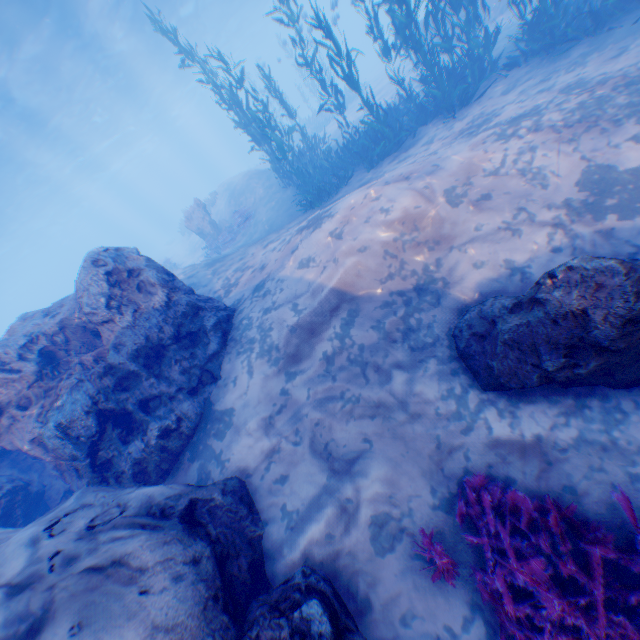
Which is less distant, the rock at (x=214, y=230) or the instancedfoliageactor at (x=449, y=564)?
the instancedfoliageactor at (x=449, y=564)

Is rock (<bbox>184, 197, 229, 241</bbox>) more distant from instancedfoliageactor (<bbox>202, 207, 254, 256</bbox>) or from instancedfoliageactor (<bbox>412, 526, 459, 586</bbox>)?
instancedfoliageactor (<bbox>412, 526, 459, 586</bbox>)

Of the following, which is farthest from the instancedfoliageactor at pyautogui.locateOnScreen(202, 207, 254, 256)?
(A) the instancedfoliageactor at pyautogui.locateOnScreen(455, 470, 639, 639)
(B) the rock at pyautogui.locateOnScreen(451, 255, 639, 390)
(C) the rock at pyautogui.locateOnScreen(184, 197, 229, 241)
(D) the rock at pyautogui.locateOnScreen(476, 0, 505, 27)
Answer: (A) the instancedfoliageactor at pyautogui.locateOnScreen(455, 470, 639, 639)

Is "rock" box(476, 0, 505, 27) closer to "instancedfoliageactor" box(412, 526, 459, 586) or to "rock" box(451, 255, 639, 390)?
"instancedfoliageactor" box(412, 526, 459, 586)

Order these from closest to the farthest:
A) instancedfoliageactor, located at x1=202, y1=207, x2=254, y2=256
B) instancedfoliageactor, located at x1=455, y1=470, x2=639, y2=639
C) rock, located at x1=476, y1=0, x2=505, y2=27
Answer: instancedfoliageactor, located at x1=455, y1=470, x2=639, y2=639
rock, located at x1=476, y1=0, x2=505, y2=27
instancedfoliageactor, located at x1=202, y1=207, x2=254, y2=256

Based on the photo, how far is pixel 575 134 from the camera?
5.46m

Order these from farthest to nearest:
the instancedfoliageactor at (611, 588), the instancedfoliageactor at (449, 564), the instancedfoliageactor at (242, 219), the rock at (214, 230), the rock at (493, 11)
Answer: the rock at (214, 230) < the instancedfoliageactor at (242, 219) < the rock at (493, 11) < the instancedfoliageactor at (449, 564) < the instancedfoliageactor at (611, 588)

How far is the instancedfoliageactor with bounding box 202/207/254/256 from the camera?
16.8m
